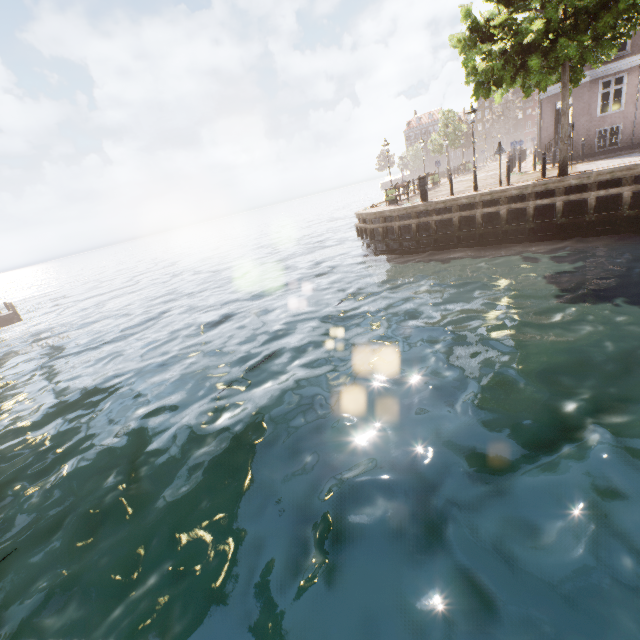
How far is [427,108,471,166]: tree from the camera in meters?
40.4

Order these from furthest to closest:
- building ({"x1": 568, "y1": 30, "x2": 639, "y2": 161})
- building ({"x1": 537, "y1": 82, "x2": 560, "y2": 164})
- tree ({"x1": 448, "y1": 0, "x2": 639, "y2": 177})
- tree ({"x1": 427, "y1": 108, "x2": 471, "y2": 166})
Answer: tree ({"x1": 427, "y1": 108, "x2": 471, "y2": 166}) → building ({"x1": 537, "y1": 82, "x2": 560, "y2": 164}) → building ({"x1": 568, "y1": 30, "x2": 639, "y2": 161}) → tree ({"x1": 448, "y1": 0, "x2": 639, "y2": 177})

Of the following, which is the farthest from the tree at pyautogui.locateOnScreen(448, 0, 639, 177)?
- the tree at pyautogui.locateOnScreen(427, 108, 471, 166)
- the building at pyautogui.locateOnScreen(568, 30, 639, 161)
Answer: the tree at pyautogui.locateOnScreen(427, 108, 471, 166)

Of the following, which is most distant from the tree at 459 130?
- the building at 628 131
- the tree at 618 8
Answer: the tree at 618 8

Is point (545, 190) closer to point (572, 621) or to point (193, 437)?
point (572, 621)

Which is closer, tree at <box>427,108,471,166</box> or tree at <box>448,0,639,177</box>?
tree at <box>448,0,639,177</box>

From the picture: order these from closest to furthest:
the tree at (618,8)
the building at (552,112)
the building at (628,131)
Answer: the tree at (618,8), the building at (628,131), the building at (552,112)
